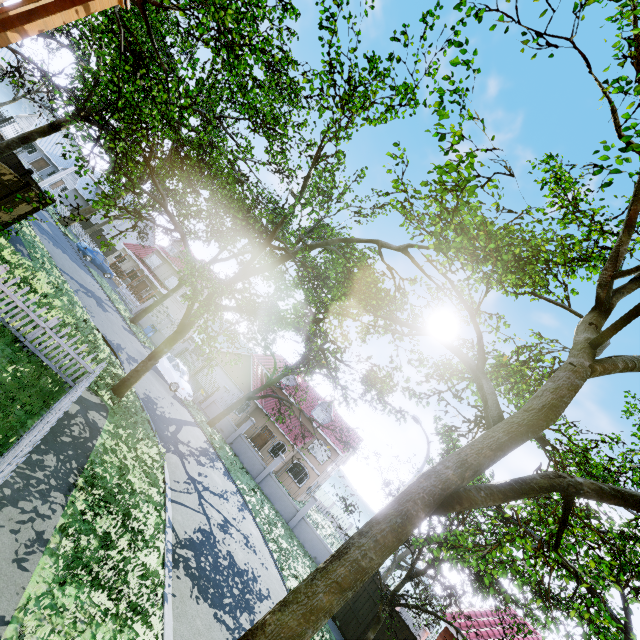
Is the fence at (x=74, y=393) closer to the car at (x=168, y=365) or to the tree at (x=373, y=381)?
the tree at (x=373, y=381)

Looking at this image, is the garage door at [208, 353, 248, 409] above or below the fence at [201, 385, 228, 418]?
above

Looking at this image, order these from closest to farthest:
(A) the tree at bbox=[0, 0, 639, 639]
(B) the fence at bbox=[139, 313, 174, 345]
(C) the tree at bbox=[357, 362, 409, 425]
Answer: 1. (A) the tree at bbox=[0, 0, 639, 639]
2. (C) the tree at bbox=[357, 362, 409, 425]
3. (B) the fence at bbox=[139, 313, 174, 345]

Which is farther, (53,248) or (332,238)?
(53,248)

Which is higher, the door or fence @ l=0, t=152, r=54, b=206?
fence @ l=0, t=152, r=54, b=206

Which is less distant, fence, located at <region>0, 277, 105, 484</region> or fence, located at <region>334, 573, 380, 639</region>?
fence, located at <region>0, 277, 105, 484</region>

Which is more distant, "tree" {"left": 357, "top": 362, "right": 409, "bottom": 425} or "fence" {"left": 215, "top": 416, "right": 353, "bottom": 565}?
"fence" {"left": 215, "top": 416, "right": 353, "bottom": 565}

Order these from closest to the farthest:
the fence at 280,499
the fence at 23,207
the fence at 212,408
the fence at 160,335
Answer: the fence at 23,207 → the fence at 280,499 → the fence at 212,408 → the fence at 160,335
